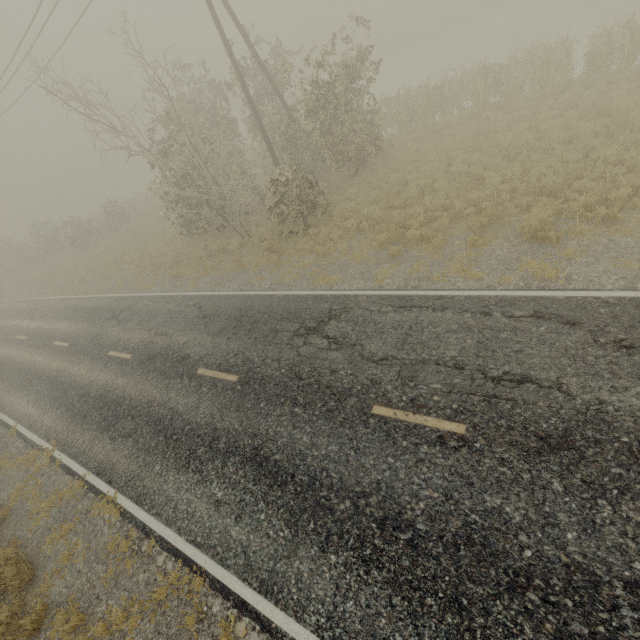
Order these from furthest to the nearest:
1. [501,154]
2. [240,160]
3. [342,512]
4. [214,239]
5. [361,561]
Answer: [214,239] < [240,160] < [501,154] < [342,512] < [361,561]
